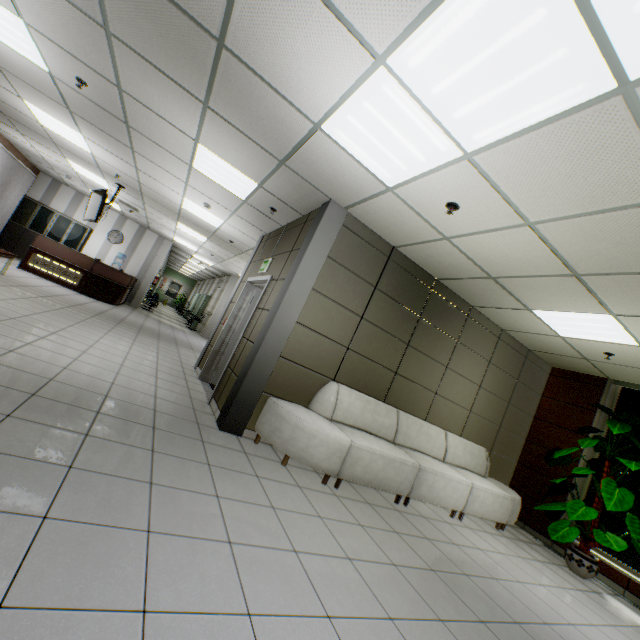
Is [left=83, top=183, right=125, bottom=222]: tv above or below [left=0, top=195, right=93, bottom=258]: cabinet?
above

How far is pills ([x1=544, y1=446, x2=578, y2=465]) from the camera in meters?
5.1 m

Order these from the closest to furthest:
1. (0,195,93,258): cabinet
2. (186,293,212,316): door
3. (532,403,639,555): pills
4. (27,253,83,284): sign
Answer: (532,403,639,555): pills < (27,253,83,284): sign < (0,195,93,258): cabinet < (186,293,212,316): door

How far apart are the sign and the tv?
2.0 meters

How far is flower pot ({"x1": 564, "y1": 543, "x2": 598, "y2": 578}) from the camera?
4.7 meters

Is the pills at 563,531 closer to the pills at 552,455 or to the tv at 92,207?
the pills at 552,455

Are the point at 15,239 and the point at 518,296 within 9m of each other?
no

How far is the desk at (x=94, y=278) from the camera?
9.64m
